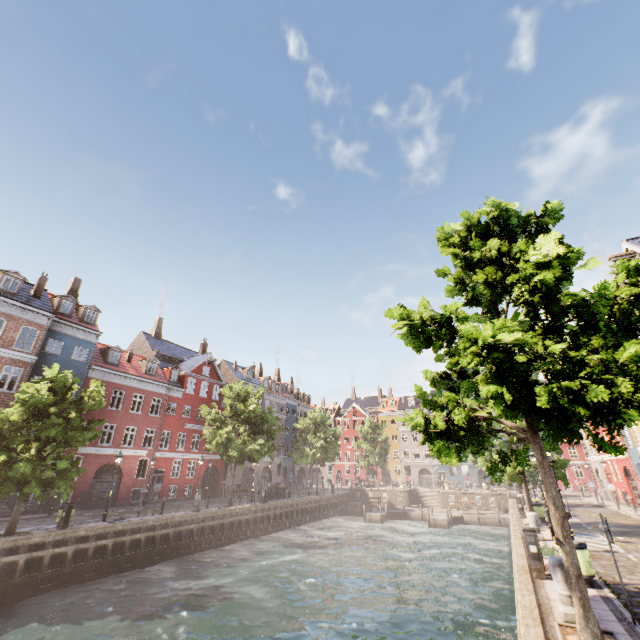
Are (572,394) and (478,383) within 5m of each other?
yes

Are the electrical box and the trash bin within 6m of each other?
yes

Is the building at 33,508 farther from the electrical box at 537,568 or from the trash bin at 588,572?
the trash bin at 588,572

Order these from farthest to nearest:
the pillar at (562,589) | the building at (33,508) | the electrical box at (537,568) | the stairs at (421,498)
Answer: the stairs at (421,498)
the building at (33,508)
the electrical box at (537,568)
the pillar at (562,589)

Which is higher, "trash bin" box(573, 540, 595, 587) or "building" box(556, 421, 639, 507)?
"building" box(556, 421, 639, 507)

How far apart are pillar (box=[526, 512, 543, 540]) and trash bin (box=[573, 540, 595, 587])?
6.49m

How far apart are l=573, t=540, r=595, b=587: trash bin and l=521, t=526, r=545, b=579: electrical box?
0.4m

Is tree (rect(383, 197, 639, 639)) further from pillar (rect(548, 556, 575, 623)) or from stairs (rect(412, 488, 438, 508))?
stairs (rect(412, 488, 438, 508))
